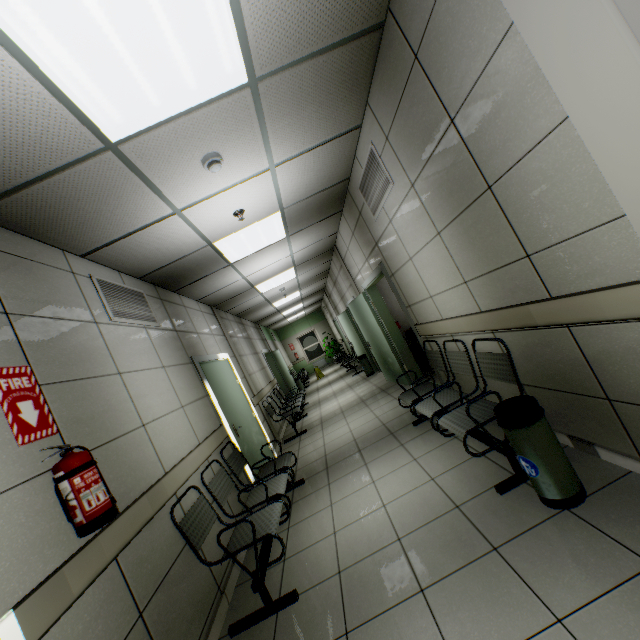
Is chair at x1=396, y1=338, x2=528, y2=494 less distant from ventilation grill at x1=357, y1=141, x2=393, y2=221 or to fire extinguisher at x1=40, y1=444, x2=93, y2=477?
ventilation grill at x1=357, y1=141, x2=393, y2=221

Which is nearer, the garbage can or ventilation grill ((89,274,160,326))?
the garbage can

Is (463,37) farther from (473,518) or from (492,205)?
(473,518)

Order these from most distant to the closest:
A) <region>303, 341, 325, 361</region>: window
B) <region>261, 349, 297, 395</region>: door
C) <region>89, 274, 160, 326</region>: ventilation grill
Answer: <region>303, 341, 325, 361</region>: window
<region>261, 349, 297, 395</region>: door
<region>89, 274, 160, 326</region>: ventilation grill

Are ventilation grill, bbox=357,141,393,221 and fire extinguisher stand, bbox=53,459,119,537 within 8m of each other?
→ yes

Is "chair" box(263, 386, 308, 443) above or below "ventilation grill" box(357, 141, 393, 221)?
below

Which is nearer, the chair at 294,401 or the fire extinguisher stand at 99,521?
the fire extinguisher stand at 99,521

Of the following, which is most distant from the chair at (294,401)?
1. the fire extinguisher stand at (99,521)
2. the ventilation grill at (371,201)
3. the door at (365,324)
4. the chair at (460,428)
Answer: the fire extinguisher stand at (99,521)
